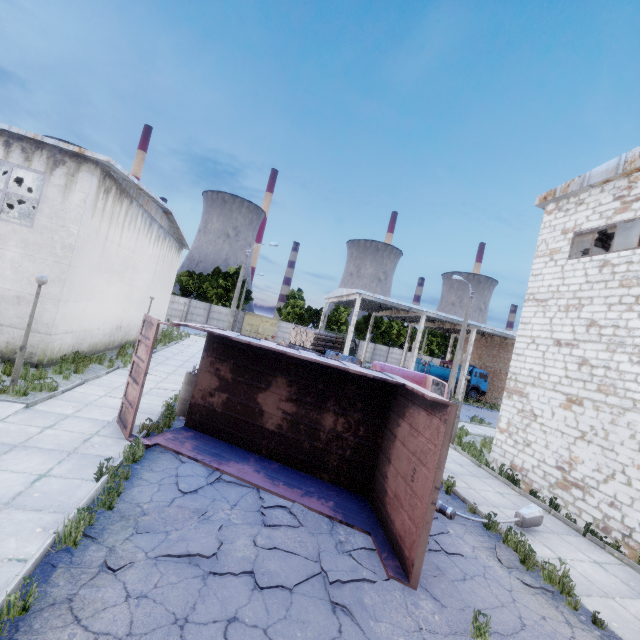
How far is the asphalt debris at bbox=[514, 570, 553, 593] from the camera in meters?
6.0 m

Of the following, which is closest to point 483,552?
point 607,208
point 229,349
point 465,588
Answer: point 465,588

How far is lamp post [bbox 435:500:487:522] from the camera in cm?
779

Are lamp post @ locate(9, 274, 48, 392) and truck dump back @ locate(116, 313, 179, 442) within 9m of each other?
yes

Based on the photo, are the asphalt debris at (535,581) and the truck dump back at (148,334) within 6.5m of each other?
no

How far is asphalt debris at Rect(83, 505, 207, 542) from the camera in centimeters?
486cm

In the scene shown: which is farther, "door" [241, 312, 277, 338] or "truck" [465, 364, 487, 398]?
"door" [241, 312, 277, 338]

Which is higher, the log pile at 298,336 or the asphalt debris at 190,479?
the log pile at 298,336
